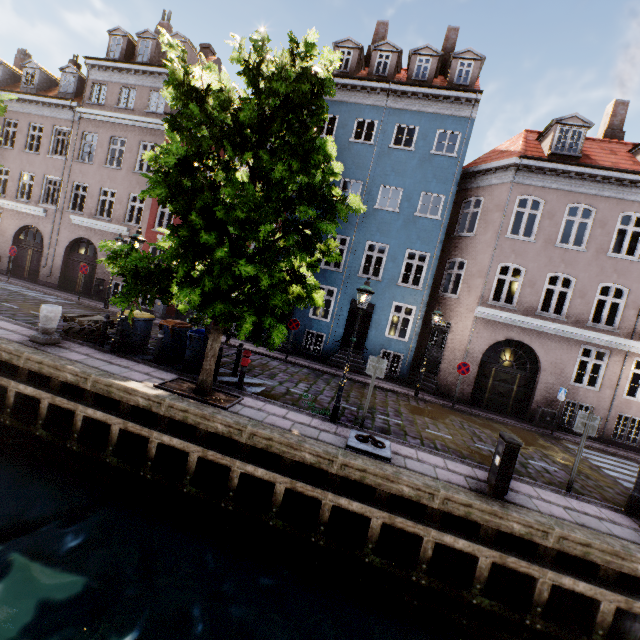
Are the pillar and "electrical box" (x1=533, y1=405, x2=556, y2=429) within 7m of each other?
no

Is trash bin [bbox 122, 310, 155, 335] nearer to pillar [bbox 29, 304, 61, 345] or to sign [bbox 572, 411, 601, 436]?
pillar [bbox 29, 304, 61, 345]

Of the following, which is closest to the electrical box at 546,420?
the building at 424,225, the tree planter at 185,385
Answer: the building at 424,225

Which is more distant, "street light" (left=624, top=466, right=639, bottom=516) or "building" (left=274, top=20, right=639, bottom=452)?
"building" (left=274, top=20, right=639, bottom=452)

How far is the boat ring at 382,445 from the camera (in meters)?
7.01

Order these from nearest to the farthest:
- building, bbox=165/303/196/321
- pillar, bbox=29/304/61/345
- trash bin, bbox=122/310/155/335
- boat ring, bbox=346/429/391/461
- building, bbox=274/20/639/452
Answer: boat ring, bbox=346/429/391/461 < pillar, bbox=29/304/61/345 < trash bin, bbox=122/310/155/335 < building, bbox=274/20/639/452 < building, bbox=165/303/196/321

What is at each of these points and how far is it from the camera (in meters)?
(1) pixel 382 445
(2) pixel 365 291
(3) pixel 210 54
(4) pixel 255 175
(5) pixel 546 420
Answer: (1) boat ring, 7.48
(2) street light, 8.09
(3) building, 20.84
(4) tree, 7.83
(5) electrical box, 13.62

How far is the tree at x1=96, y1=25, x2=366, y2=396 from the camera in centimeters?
616cm
